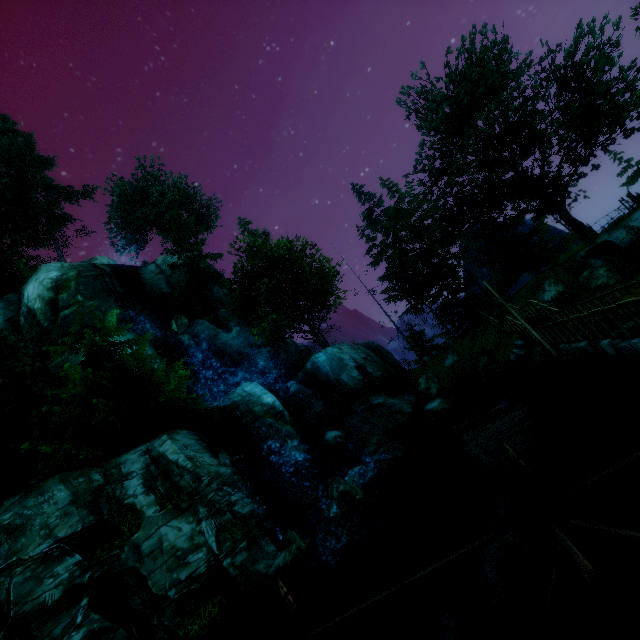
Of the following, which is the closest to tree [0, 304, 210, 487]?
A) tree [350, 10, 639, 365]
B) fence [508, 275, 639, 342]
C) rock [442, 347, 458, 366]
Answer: fence [508, 275, 639, 342]

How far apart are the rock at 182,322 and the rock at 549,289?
28.00m

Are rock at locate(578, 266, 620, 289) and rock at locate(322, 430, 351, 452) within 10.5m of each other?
no

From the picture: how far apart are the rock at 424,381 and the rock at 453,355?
1.2 meters

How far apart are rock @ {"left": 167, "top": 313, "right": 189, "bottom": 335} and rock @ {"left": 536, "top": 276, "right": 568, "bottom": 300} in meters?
28.0

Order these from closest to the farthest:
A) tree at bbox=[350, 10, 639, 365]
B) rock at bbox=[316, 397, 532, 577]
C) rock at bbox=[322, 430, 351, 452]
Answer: rock at bbox=[316, 397, 532, 577] < tree at bbox=[350, 10, 639, 365] < rock at bbox=[322, 430, 351, 452]

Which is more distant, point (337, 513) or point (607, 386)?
point (337, 513)

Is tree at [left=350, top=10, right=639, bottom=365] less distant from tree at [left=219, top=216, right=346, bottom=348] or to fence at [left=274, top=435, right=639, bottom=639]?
fence at [left=274, top=435, right=639, bottom=639]
